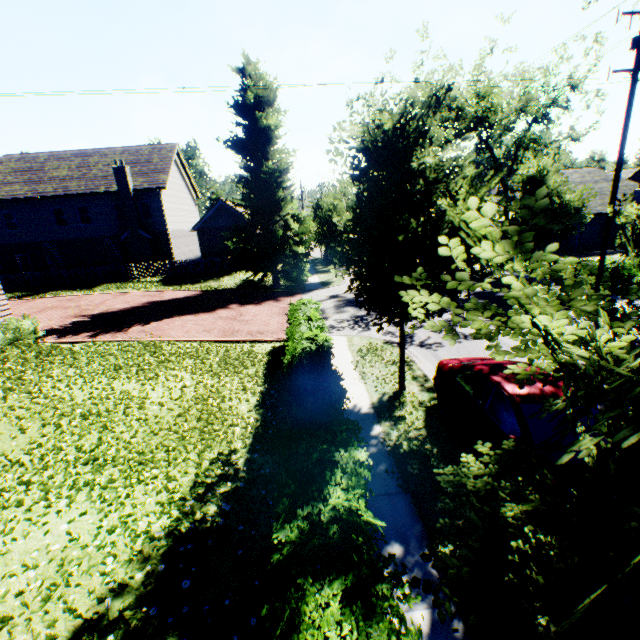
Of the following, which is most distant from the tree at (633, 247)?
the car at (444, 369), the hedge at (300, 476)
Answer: the car at (444, 369)

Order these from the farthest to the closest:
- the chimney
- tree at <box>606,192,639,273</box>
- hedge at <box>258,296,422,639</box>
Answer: the chimney < hedge at <box>258,296,422,639</box> < tree at <box>606,192,639,273</box>

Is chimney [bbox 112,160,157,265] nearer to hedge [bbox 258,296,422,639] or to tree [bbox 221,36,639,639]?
tree [bbox 221,36,639,639]

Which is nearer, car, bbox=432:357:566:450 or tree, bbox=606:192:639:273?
tree, bbox=606:192:639:273

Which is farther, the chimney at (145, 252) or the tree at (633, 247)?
the chimney at (145, 252)

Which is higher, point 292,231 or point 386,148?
point 386,148

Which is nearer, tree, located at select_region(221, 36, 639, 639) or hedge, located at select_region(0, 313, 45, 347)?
tree, located at select_region(221, 36, 639, 639)
